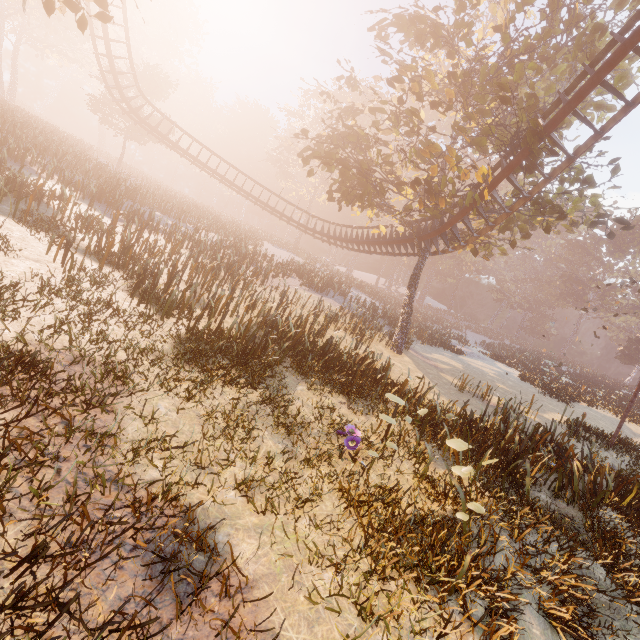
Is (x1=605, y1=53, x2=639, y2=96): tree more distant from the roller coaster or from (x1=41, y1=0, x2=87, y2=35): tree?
(x1=41, y1=0, x2=87, y2=35): tree

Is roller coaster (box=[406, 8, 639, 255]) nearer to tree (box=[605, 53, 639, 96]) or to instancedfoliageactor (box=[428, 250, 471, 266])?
tree (box=[605, 53, 639, 96])

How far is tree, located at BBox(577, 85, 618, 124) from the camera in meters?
14.5

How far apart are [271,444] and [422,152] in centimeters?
1229cm

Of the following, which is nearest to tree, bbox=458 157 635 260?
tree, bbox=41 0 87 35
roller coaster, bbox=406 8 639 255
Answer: roller coaster, bbox=406 8 639 255

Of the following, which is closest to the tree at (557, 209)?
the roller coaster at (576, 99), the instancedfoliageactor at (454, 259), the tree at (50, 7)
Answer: the roller coaster at (576, 99)

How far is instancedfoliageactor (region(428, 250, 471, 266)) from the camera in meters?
55.5 m
